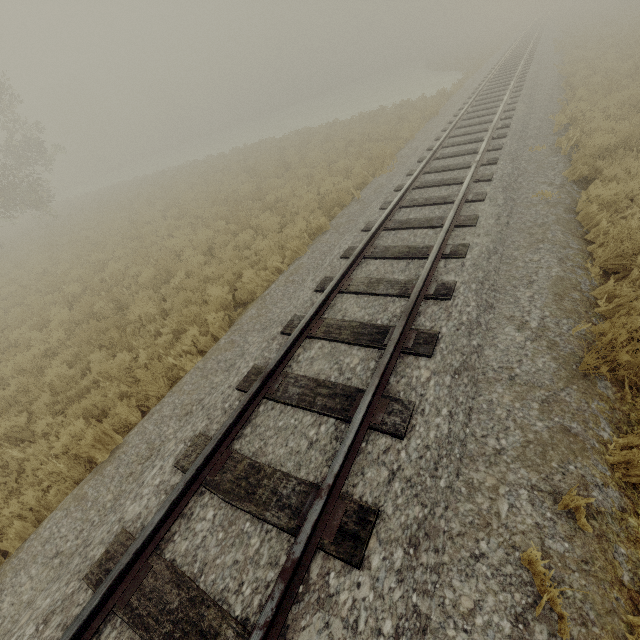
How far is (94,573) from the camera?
3.2m
